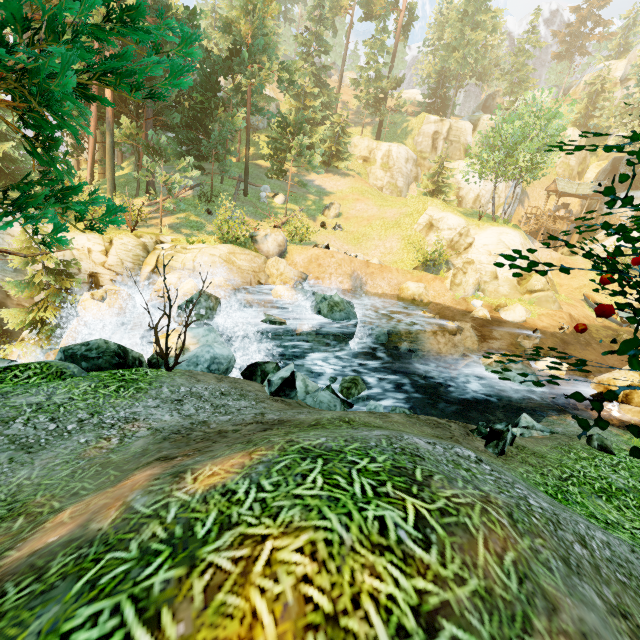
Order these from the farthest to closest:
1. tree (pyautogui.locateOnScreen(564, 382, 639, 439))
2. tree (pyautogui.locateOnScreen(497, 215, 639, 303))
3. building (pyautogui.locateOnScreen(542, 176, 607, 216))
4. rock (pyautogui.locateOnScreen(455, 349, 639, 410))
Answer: building (pyautogui.locateOnScreen(542, 176, 607, 216)) → rock (pyautogui.locateOnScreen(455, 349, 639, 410)) → tree (pyautogui.locateOnScreen(497, 215, 639, 303)) → tree (pyautogui.locateOnScreen(564, 382, 639, 439))

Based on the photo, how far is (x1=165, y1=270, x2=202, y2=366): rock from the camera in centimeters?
970cm

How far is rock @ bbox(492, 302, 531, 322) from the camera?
19.9m

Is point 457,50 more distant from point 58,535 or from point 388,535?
point 58,535

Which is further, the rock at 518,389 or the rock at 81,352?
the rock at 518,389

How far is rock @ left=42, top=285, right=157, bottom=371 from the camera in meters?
7.1 m

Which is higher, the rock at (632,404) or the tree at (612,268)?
the tree at (612,268)

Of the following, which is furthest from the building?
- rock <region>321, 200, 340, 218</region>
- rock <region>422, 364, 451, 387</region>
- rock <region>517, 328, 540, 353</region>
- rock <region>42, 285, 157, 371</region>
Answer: rock <region>42, 285, 157, 371</region>
